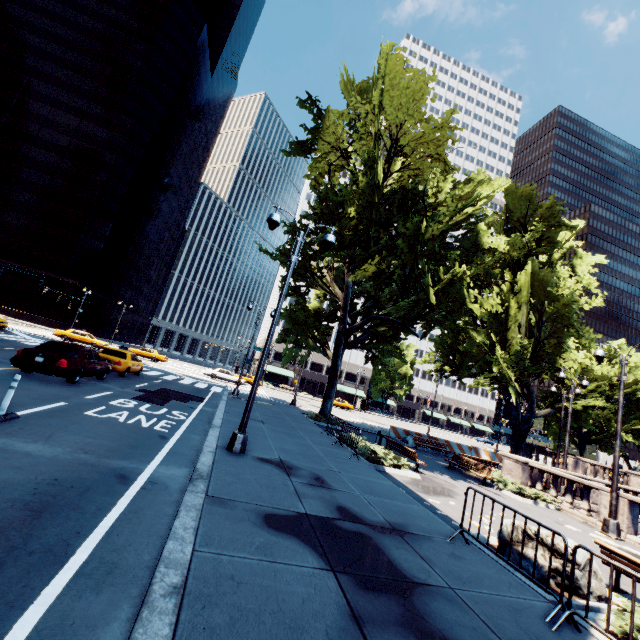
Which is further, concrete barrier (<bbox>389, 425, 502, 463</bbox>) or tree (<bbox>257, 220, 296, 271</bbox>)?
concrete barrier (<bbox>389, 425, 502, 463</bbox>)

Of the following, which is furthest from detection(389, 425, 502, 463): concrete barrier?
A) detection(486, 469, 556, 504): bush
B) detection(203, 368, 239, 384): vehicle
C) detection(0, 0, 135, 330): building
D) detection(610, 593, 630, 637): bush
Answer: detection(0, 0, 135, 330): building

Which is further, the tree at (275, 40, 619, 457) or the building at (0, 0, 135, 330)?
the building at (0, 0, 135, 330)

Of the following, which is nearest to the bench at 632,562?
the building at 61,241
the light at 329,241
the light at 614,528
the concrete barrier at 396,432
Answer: the light at 614,528

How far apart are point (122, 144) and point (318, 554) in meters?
74.1

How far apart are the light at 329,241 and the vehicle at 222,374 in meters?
30.4

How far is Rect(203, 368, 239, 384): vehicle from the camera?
38.0m

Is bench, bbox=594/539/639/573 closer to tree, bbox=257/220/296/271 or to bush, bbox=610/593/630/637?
bush, bbox=610/593/630/637
